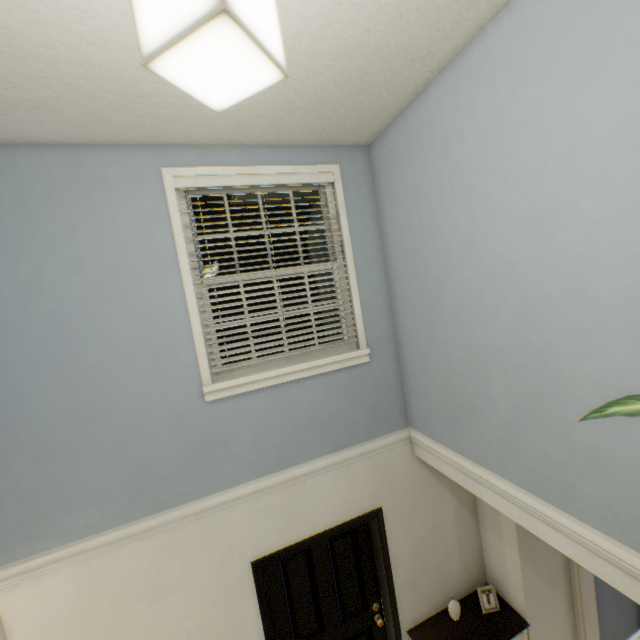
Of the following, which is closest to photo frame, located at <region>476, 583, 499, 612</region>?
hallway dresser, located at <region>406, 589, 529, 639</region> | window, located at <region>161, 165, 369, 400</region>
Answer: hallway dresser, located at <region>406, 589, 529, 639</region>

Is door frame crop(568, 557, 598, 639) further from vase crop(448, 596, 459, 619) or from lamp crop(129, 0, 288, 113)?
lamp crop(129, 0, 288, 113)

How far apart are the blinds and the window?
0.0m

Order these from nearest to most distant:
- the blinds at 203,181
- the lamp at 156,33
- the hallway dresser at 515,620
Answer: the lamp at 156,33 → the blinds at 203,181 → the hallway dresser at 515,620

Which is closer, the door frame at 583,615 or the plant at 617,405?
the plant at 617,405

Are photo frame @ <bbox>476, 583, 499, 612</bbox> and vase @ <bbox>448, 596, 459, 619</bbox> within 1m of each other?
yes

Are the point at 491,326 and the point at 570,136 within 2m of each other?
yes

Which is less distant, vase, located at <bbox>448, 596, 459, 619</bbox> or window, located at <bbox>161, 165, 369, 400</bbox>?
window, located at <bbox>161, 165, 369, 400</bbox>
